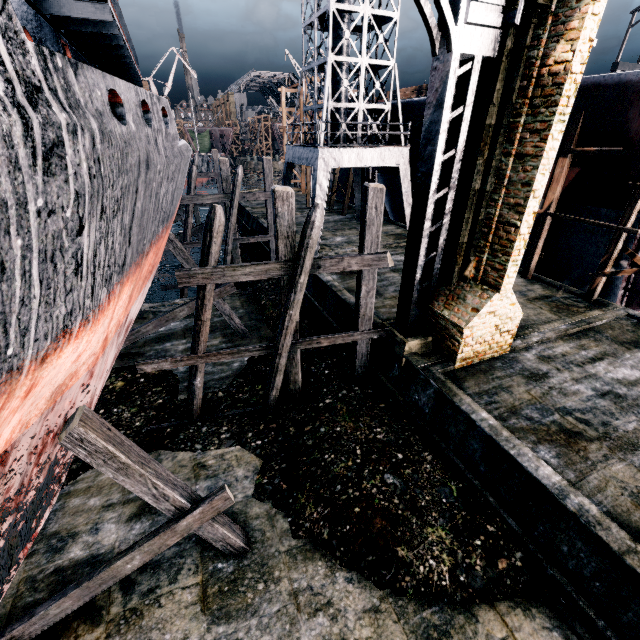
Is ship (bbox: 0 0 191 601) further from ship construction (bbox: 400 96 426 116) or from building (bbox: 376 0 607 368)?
building (bbox: 376 0 607 368)

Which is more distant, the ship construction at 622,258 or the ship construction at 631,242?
the ship construction at 622,258

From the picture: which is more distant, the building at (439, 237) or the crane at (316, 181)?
the crane at (316, 181)

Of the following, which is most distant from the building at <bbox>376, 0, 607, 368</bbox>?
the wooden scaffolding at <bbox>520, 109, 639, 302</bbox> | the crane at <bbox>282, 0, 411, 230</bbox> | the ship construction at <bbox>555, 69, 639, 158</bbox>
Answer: the wooden scaffolding at <bbox>520, 109, 639, 302</bbox>

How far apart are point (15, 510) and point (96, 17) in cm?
1104

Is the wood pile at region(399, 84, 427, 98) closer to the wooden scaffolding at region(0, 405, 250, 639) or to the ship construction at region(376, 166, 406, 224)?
the ship construction at region(376, 166, 406, 224)

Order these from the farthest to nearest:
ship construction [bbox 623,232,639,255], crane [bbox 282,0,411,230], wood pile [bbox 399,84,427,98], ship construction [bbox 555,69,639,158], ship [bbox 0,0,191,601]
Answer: wood pile [bbox 399,84,427,98] < crane [bbox 282,0,411,230] < ship construction [bbox 623,232,639,255] < ship construction [bbox 555,69,639,158] < ship [bbox 0,0,191,601]

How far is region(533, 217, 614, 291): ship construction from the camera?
15.4m
